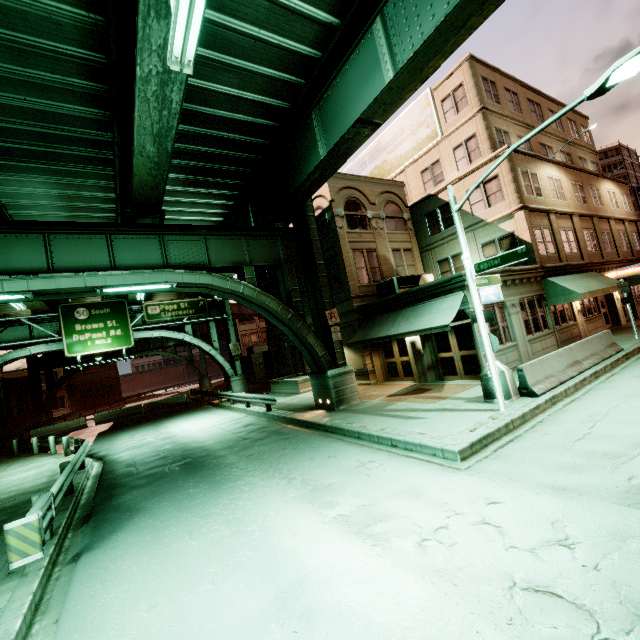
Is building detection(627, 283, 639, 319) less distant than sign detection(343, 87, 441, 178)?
No

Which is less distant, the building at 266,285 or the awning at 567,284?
the awning at 567,284

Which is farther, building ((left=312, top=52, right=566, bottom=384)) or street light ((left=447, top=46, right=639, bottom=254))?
building ((left=312, top=52, right=566, bottom=384))

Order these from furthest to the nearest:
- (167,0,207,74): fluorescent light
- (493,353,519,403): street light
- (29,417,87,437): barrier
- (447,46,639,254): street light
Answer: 1. (29,417,87,437): barrier
2. (493,353,519,403): street light
3. (447,46,639,254): street light
4. (167,0,207,74): fluorescent light

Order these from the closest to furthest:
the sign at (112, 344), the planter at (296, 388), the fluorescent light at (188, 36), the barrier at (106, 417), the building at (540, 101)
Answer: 1. the fluorescent light at (188, 36)
2. the building at (540, 101)
3. the planter at (296, 388)
4. the sign at (112, 344)
5. the barrier at (106, 417)

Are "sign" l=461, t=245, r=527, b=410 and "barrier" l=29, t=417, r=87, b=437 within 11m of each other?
no

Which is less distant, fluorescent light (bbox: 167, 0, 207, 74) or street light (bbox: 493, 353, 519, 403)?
fluorescent light (bbox: 167, 0, 207, 74)

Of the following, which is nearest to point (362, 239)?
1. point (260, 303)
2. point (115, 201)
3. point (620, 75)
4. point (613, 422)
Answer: point (260, 303)
